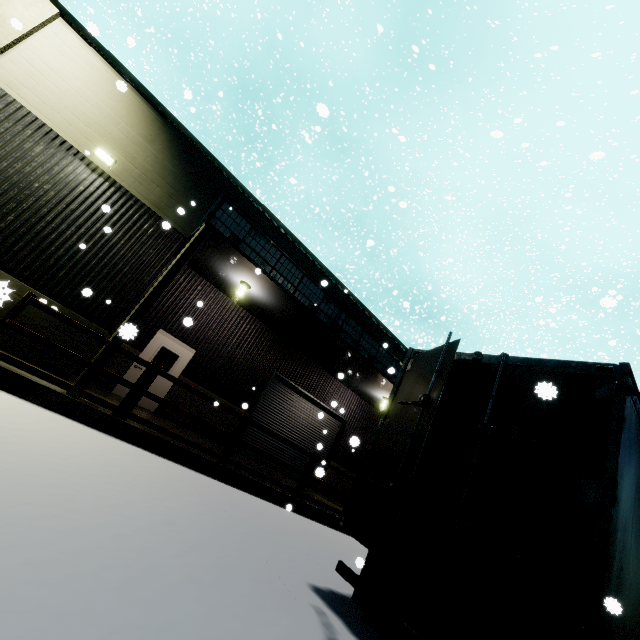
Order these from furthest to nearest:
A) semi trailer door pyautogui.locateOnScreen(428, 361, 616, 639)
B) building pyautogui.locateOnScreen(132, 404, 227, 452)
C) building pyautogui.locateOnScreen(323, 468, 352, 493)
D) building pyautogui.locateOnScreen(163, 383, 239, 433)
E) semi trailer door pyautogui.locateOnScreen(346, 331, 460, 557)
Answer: building pyautogui.locateOnScreen(323, 468, 352, 493) < building pyautogui.locateOnScreen(163, 383, 239, 433) < building pyautogui.locateOnScreen(132, 404, 227, 452) < semi trailer door pyautogui.locateOnScreen(346, 331, 460, 557) < semi trailer door pyautogui.locateOnScreen(428, 361, 616, 639)

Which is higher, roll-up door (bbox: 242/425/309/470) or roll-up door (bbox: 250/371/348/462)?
roll-up door (bbox: 250/371/348/462)

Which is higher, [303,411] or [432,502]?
[303,411]

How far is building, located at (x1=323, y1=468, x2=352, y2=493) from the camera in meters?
15.3

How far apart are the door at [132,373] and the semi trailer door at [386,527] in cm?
894

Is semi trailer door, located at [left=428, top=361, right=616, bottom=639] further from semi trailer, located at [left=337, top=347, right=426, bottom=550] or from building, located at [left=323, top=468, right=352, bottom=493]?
building, located at [left=323, top=468, right=352, bottom=493]

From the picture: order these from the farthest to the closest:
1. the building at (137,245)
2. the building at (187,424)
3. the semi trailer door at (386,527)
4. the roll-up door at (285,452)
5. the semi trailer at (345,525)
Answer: the roll-up door at (285,452)
the building at (187,424)
the building at (137,245)
the semi trailer at (345,525)
the semi trailer door at (386,527)

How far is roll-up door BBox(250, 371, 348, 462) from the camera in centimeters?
1376cm
